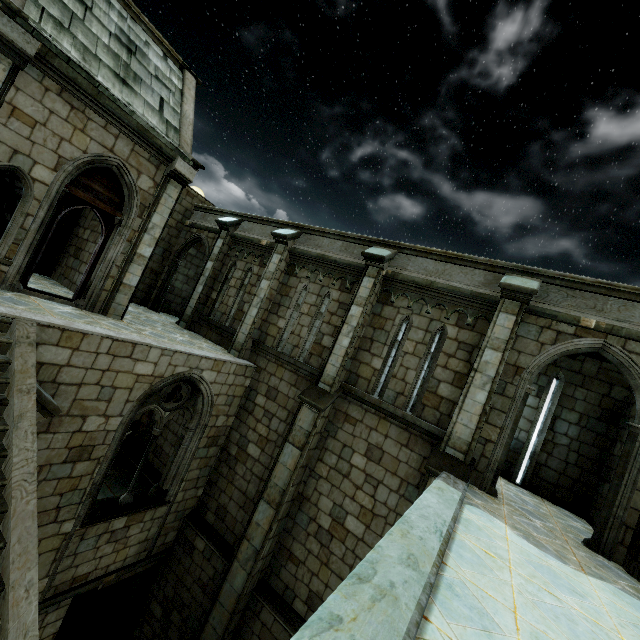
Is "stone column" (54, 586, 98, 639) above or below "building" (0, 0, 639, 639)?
below

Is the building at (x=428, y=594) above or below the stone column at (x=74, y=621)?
above

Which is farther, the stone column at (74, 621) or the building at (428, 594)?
the stone column at (74, 621)

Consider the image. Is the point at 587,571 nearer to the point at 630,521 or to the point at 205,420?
the point at 630,521

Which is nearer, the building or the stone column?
the building
